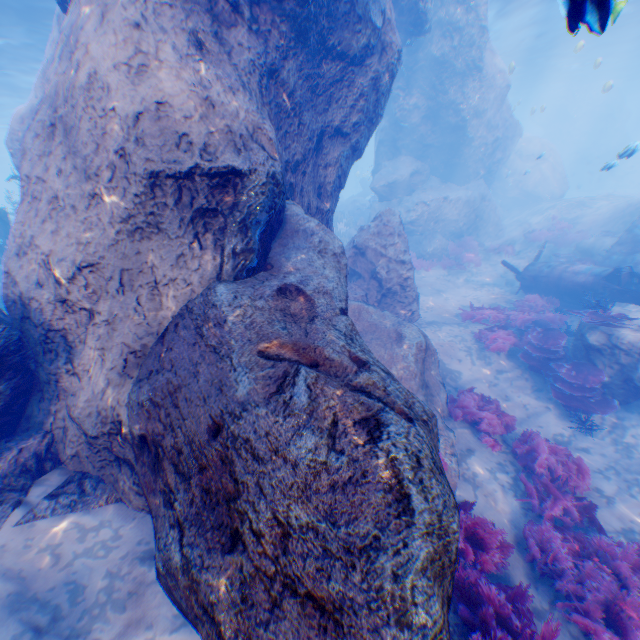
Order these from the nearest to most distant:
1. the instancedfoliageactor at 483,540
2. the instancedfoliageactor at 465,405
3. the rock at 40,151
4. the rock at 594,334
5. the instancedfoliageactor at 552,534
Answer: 1. the rock at 40,151
2. the instancedfoliageactor at 483,540
3. the instancedfoliageactor at 552,534
4. the instancedfoliageactor at 465,405
5. the rock at 594,334

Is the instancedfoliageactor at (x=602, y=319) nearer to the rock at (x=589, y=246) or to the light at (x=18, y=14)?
the light at (x=18, y=14)

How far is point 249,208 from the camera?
4.53m

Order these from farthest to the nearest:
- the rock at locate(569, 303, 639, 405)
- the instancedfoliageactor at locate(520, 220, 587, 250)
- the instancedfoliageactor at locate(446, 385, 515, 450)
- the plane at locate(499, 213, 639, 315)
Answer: the instancedfoliageactor at locate(520, 220, 587, 250), the plane at locate(499, 213, 639, 315), the rock at locate(569, 303, 639, 405), the instancedfoliageactor at locate(446, 385, 515, 450)

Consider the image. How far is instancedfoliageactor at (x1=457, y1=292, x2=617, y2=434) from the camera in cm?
819

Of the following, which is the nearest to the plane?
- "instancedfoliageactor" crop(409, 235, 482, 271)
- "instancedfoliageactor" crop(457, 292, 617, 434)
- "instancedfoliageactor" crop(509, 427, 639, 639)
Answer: "instancedfoliageactor" crop(457, 292, 617, 434)

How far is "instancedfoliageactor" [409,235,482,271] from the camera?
17.2m

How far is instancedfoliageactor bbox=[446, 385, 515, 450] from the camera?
7.27m
